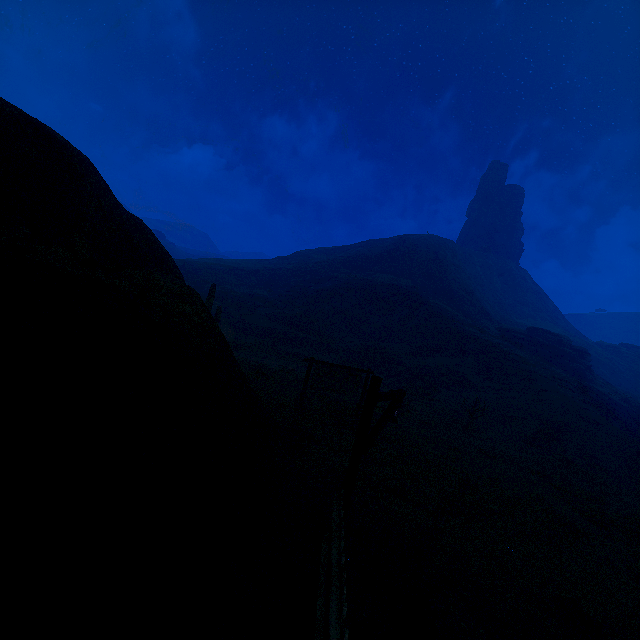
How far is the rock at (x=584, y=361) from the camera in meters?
38.0 m

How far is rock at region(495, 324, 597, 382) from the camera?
38.0m

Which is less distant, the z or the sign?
the z

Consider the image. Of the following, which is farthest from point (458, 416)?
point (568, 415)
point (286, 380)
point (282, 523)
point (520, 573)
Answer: point (282, 523)

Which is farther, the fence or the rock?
the rock

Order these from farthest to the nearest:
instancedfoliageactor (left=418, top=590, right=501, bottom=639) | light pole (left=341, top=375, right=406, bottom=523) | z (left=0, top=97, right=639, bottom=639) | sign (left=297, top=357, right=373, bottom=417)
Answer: sign (left=297, top=357, right=373, bottom=417) → light pole (left=341, top=375, right=406, bottom=523) → instancedfoliageactor (left=418, top=590, right=501, bottom=639) → z (left=0, top=97, right=639, bottom=639)

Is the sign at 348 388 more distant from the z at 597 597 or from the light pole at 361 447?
the light pole at 361 447

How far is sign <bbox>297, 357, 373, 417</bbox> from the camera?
13.3m
